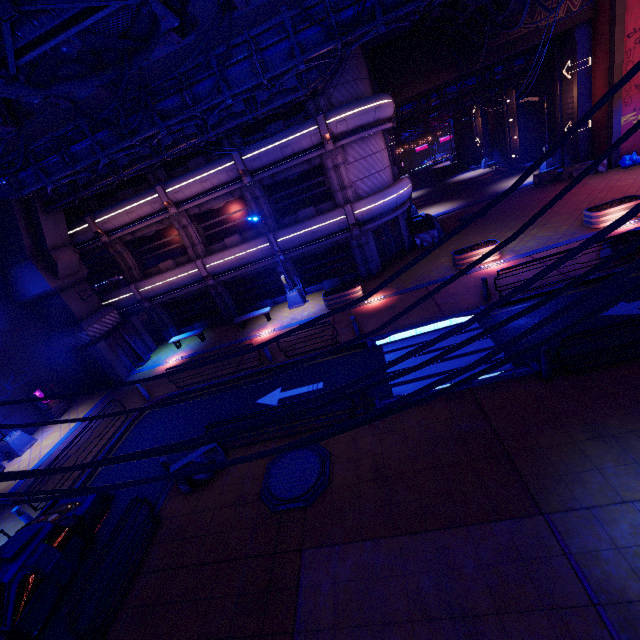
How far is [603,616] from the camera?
4.8 meters

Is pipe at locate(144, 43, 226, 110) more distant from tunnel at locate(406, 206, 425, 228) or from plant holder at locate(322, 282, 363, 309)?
tunnel at locate(406, 206, 425, 228)

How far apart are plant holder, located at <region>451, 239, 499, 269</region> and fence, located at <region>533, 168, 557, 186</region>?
13.0 meters

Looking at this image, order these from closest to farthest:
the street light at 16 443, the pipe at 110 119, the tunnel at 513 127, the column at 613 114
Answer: the pipe at 110 119 → the street light at 16 443 → the column at 613 114 → the tunnel at 513 127

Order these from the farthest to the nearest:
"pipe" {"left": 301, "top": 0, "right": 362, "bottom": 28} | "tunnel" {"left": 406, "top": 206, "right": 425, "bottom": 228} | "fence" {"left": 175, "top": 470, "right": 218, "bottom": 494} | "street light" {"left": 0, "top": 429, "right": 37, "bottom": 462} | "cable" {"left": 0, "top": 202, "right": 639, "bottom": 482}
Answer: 1. "tunnel" {"left": 406, "top": 206, "right": 425, "bottom": 228}
2. "street light" {"left": 0, "top": 429, "right": 37, "bottom": 462}
3. "fence" {"left": 175, "top": 470, "right": 218, "bottom": 494}
4. "pipe" {"left": 301, "top": 0, "right": 362, "bottom": 28}
5. "cable" {"left": 0, "top": 202, "right": 639, "bottom": 482}

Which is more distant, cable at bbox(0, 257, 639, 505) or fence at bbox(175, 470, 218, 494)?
fence at bbox(175, 470, 218, 494)

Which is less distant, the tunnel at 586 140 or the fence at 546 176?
the tunnel at 586 140

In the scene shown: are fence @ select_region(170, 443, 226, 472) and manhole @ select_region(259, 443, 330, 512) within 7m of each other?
yes
